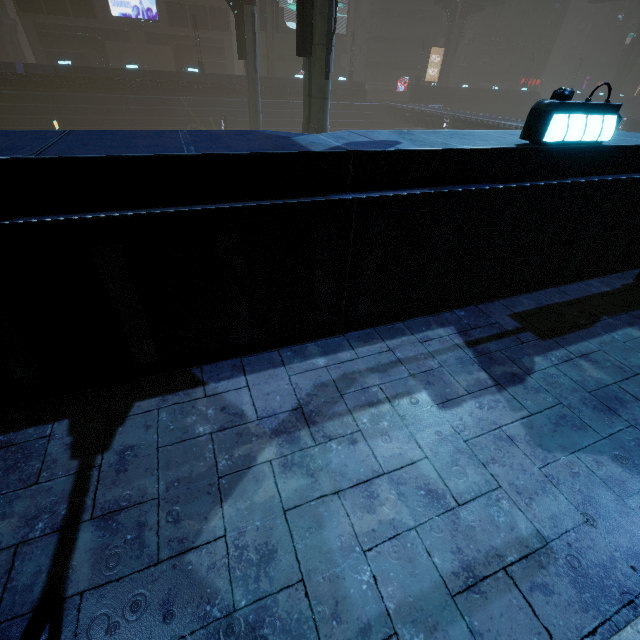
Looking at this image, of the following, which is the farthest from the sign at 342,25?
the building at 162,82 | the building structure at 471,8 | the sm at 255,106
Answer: the sm at 255,106

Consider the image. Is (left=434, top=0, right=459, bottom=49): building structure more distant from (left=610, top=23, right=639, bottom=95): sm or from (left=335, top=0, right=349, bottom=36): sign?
(left=335, top=0, right=349, bottom=36): sign

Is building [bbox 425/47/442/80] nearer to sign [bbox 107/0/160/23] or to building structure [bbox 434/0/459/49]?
sign [bbox 107/0/160/23]

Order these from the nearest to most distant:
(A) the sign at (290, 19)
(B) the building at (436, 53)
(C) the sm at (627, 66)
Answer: (A) the sign at (290, 19) → (B) the building at (436, 53) → (C) the sm at (627, 66)

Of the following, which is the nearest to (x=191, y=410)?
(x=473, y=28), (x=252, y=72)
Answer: (x=252, y=72)

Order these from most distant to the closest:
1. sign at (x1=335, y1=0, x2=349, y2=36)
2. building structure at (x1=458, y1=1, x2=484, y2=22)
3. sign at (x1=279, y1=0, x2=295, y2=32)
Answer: sign at (x1=335, y1=0, x2=349, y2=36), building structure at (x1=458, y1=1, x2=484, y2=22), sign at (x1=279, y1=0, x2=295, y2=32)

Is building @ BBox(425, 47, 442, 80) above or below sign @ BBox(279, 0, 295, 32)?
below

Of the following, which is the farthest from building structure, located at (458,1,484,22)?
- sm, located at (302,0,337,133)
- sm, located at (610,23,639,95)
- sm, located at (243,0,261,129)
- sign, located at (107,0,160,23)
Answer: sm, located at (302,0,337,133)
